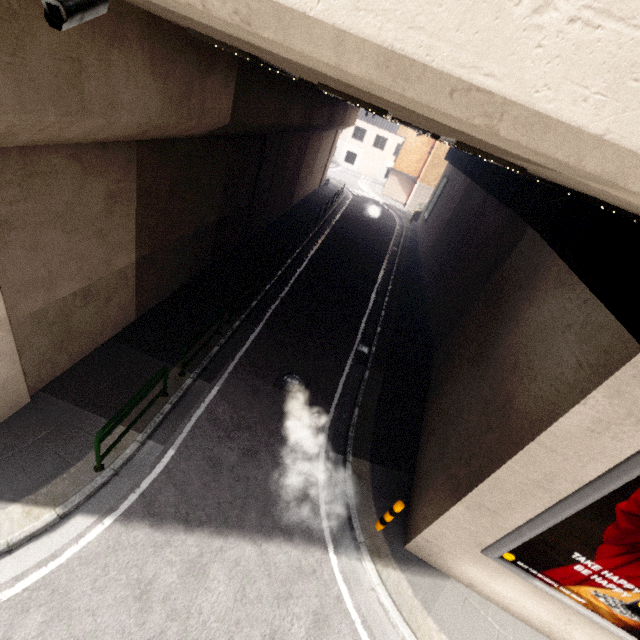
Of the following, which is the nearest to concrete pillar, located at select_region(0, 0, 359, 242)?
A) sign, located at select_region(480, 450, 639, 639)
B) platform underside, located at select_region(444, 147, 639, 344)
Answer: platform underside, located at select_region(444, 147, 639, 344)

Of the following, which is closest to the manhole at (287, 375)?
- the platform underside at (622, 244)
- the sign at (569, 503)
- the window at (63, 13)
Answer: the sign at (569, 503)

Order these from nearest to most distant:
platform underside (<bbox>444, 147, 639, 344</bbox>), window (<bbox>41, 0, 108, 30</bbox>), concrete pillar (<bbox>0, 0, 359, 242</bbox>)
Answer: window (<bbox>41, 0, 108, 30</bbox>) → concrete pillar (<bbox>0, 0, 359, 242</bbox>) → platform underside (<bbox>444, 147, 639, 344</bbox>)

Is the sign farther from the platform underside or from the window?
the window

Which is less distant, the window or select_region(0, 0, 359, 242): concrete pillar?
the window

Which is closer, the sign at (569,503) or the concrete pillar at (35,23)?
the concrete pillar at (35,23)

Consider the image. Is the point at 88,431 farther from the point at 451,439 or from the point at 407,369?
the point at 407,369

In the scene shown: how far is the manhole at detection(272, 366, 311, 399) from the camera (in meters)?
9.31
